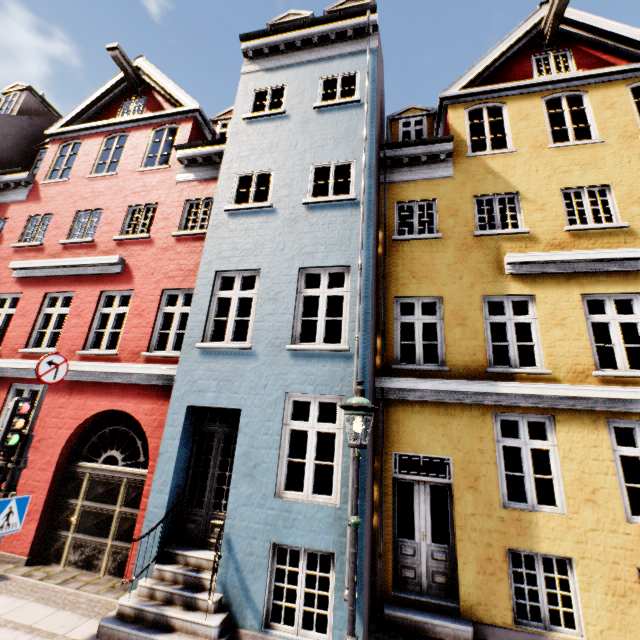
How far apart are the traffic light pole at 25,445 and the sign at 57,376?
0.8 meters

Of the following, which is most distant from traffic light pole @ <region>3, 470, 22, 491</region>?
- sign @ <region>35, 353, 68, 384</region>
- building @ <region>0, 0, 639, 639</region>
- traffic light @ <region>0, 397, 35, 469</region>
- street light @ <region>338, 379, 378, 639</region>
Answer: street light @ <region>338, 379, 378, 639</region>

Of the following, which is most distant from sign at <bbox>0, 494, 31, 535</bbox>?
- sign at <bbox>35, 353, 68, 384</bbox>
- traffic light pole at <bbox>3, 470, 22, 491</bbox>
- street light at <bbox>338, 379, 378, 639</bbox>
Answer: street light at <bbox>338, 379, 378, 639</bbox>

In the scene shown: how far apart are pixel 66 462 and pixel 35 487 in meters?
0.7 m

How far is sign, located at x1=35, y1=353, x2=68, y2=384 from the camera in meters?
5.4 m

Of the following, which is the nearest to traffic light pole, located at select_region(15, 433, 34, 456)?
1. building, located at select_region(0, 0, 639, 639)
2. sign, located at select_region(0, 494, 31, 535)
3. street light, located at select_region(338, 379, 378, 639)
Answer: sign, located at select_region(0, 494, 31, 535)

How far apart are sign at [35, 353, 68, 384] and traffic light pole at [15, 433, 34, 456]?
0.80m

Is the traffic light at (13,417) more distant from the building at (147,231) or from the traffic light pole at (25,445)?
the building at (147,231)
